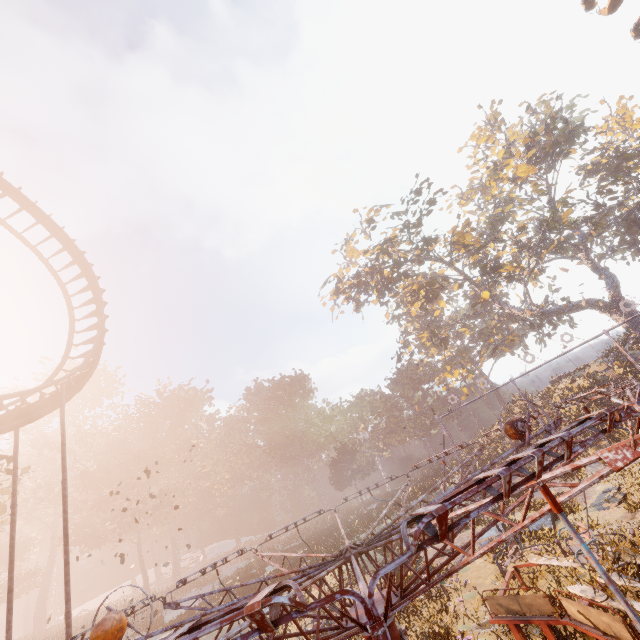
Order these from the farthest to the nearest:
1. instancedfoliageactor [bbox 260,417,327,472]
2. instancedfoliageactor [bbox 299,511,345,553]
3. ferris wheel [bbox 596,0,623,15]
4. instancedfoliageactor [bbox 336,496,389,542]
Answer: instancedfoliageactor [bbox 260,417,327,472], ferris wheel [bbox 596,0,623,15], instancedfoliageactor [bbox 336,496,389,542], instancedfoliageactor [bbox 299,511,345,553]

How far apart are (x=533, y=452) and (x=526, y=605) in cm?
749

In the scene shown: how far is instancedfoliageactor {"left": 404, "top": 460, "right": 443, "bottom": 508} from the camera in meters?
29.4

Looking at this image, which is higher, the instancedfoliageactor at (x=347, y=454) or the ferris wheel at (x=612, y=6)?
the ferris wheel at (x=612, y=6)

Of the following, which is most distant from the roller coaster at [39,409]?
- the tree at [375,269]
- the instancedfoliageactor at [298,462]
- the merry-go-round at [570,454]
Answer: the tree at [375,269]

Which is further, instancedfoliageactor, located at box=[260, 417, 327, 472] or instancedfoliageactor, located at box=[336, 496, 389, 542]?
instancedfoliageactor, located at box=[260, 417, 327, 472]
